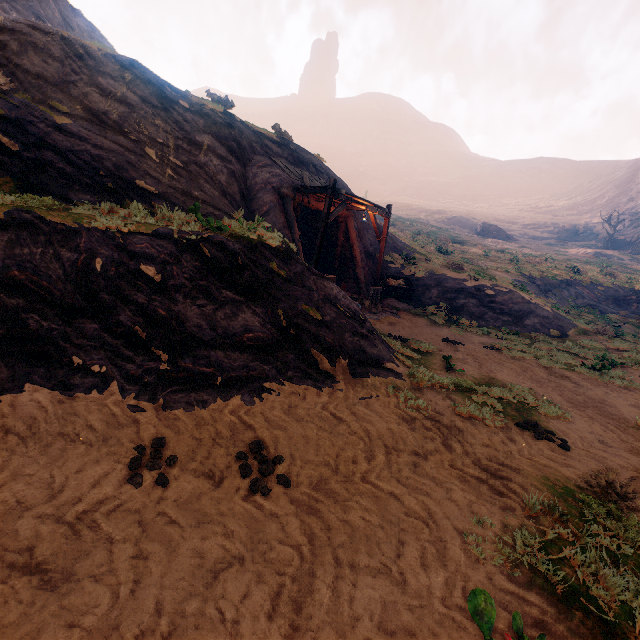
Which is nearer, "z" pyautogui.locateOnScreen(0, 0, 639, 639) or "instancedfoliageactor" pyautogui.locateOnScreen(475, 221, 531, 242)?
"z" pyautogui.locateOnScreen(0, 0, 639, 639)

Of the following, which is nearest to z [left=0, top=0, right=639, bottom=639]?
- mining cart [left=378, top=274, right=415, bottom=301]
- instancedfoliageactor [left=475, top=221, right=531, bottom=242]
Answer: mining cart [left=378, top=274, right=415, bottom=301]

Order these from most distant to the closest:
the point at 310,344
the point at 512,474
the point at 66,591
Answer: the point at 310,344, the point at 512,474, the point at 66,591

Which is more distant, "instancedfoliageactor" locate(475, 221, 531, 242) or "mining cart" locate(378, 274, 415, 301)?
"instancedfoliageactor" locate(475, 221, 531, 242)

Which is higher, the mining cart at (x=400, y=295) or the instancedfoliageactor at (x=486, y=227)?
the instancedfoliageactor at (x=486, y=227)

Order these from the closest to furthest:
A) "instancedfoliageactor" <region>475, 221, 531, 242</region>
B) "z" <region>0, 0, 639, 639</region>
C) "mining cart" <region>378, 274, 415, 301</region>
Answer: "z" <region>0, 0, 639, 639</region>, "mining cart" <region>378, 274, 415, 301</region>, "instancedfoliageactor" <region>475, 221, 531, 242</region>

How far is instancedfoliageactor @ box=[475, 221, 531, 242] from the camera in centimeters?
5450cm

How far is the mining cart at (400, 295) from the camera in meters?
15.9 m
